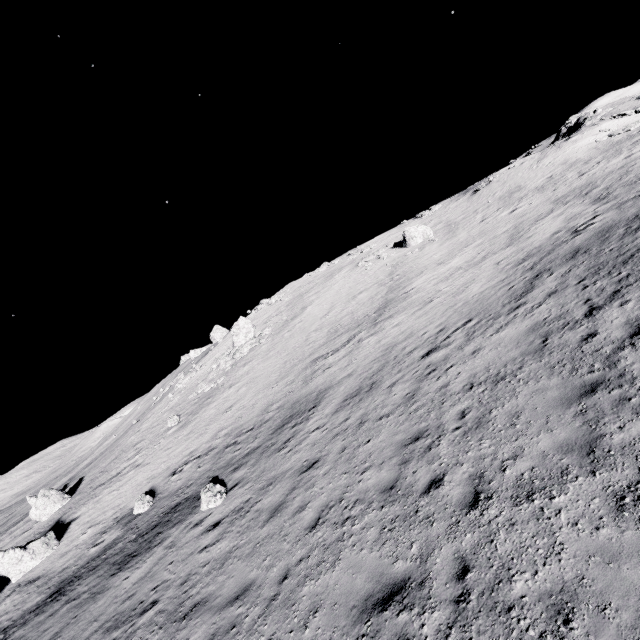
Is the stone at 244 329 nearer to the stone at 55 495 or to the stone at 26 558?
the stone at 55 495

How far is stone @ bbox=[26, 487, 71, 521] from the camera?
27.36m

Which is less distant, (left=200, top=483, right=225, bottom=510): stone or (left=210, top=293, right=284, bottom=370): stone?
(left=200, top=483, right=225, bottom=510): stone

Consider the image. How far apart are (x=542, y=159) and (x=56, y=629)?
53.3 meters

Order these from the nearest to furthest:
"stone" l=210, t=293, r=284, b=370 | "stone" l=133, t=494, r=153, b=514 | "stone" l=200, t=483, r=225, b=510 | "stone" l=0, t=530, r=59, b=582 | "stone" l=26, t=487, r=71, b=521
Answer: "stone" l=200, t=483, r=225, b=510, "stone" l=133, t=494, r=153, b=514, "stone" l=0, t=530, r=59, b=582, "stone" l=26, t=487, r=71, b=521, "stone" l=210, t=293, r=284, b=370

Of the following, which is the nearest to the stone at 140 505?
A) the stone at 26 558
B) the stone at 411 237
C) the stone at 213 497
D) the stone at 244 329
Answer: the stone at 213 497

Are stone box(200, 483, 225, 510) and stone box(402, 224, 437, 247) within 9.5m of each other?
no

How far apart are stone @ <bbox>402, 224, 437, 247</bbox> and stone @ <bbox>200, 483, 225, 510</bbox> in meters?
31.6
